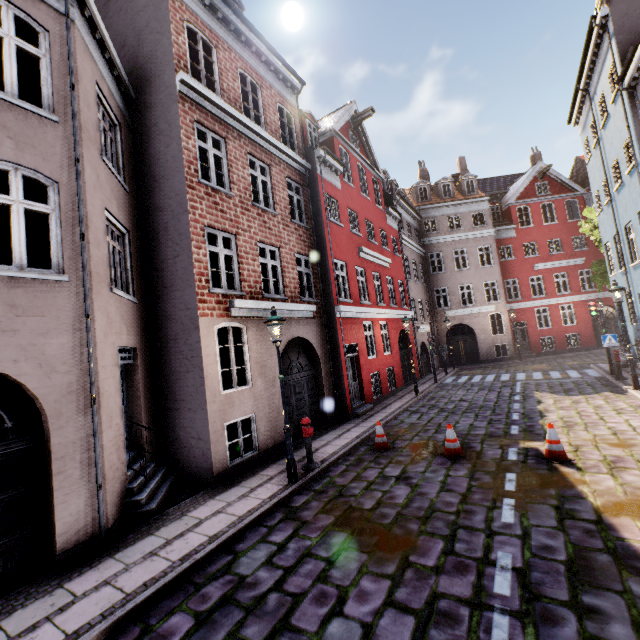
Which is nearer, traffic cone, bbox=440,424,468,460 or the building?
the building

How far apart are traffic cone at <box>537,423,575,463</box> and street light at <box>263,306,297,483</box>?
5.4 meters

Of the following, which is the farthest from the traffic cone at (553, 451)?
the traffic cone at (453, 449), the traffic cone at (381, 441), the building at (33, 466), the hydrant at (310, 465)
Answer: the hydrant at (310, 465)

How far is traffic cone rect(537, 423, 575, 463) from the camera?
6.7 meters

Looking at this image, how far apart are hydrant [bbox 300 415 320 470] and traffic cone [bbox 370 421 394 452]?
1.67m

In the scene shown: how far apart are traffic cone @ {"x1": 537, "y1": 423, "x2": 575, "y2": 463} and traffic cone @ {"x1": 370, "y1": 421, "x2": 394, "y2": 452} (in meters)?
3.35

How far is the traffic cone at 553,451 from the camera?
6.75m

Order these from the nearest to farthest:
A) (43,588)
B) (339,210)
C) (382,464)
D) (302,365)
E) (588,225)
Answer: (43,588)
(382,464)
(302,365)
(339,210)
(588,225)
